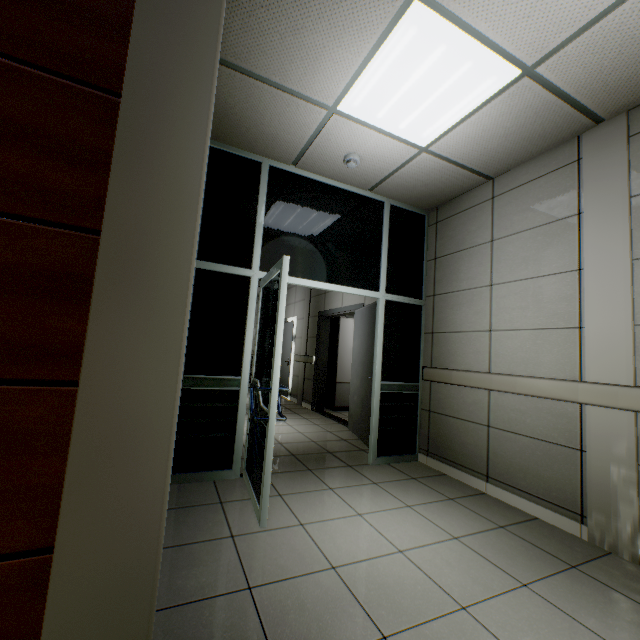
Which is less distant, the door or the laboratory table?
the door

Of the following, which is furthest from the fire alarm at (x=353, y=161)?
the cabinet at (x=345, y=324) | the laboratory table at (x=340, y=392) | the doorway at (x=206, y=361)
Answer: the laboratory table at (x=340, y=392)

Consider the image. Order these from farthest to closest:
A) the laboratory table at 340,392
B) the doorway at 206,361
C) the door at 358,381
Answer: the laboratory table at 340,392 → the door at 358,381 → the doorway at 206,361

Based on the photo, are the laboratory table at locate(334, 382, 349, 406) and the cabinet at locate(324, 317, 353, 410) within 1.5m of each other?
yes

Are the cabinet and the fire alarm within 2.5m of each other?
no

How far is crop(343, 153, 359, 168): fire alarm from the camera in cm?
324

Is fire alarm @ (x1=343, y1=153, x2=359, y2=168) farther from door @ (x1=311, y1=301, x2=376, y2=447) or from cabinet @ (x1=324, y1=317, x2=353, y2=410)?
cabinet @ (x1=324, y1=317, x2=353, y2=410)

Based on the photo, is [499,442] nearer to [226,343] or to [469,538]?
[469,538]
